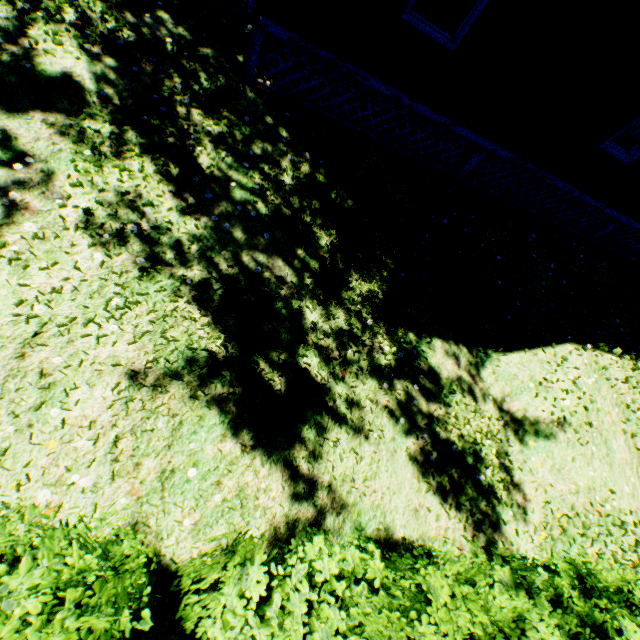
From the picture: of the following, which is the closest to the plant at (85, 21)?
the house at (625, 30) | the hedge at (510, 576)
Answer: the hedge at (510, 576)

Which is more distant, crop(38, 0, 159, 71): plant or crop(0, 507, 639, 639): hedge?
crop(38, 0, 159, 71): plant

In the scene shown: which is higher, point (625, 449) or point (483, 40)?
point (483, 40)

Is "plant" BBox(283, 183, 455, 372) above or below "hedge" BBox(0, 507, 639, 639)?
below

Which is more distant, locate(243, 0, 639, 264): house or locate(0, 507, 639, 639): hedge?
locate(243, 0, 639, 264): house

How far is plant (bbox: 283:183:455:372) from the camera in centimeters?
481cm

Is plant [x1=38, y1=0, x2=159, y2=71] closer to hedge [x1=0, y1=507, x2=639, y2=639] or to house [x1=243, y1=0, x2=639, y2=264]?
hedge [x1=0, y1=507, x2=639, y2=639]
